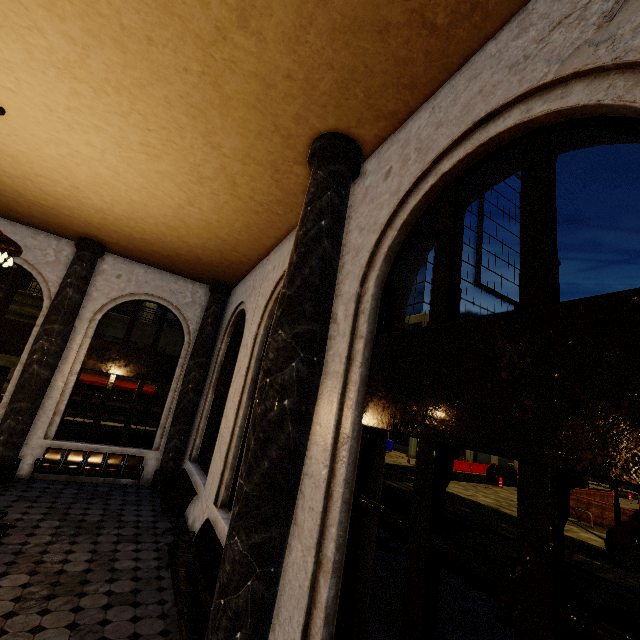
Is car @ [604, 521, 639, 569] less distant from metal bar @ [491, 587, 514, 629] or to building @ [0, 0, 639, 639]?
metal bar @ [491, 587, 514, 629]

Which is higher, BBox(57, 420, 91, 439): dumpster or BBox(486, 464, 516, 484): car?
BBox(57, 420, 91, 439): dumpster

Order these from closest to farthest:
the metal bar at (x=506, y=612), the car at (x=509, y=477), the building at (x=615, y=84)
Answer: the building at (x=615, y=84), the metal bar at (x=506, y=612), the car at (x=509, y=477)

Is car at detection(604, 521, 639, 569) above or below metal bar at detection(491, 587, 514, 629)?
above

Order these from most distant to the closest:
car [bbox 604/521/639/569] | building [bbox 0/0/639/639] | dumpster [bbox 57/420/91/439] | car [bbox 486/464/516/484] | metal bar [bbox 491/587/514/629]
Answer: car [bbox 486/464/516/484], dumpster [bbox 57/420/91/439], car [bbox 604/521/639/569], metal bar [bbox 491/587/514/629], building [bbox 0/0/639/639]

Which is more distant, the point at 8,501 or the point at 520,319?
the point at 8,501

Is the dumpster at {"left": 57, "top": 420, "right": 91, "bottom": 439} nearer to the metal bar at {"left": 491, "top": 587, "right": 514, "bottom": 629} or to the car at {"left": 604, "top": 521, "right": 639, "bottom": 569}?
the metal bar at {"left": 491, "top": 587, "right": 514, "bottom": 629}

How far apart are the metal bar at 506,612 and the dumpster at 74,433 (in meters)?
12.69
